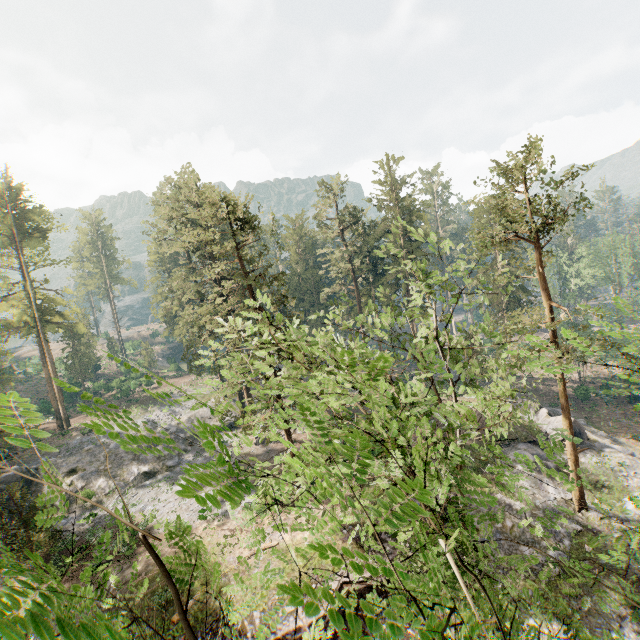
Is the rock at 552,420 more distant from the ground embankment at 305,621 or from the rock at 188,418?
the rock at 188,418

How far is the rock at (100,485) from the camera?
30.72m

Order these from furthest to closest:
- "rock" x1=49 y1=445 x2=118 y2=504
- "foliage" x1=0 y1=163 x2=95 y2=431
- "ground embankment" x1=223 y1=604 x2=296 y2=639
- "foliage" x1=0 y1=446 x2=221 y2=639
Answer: "foliage" x1=0 y1=163 x2=95 y2=431
"rock" x1=49 y1=445 x2=118 y2=504
"ground embankment" x1=223 y1=604 x2=296 y2=639
"foliage" x1=0 y1=446 x2=221 y2=639

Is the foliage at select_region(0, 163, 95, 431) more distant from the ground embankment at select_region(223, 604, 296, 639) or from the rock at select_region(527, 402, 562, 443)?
the ground embankment at select_region(223, 604, 296, 639)

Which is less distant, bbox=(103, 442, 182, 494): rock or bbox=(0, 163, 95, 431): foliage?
bbox=(103, 442, 182, 494): rock

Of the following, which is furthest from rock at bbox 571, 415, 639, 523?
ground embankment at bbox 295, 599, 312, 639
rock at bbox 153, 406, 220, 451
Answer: rock at bbox 153, 406, 220, 451

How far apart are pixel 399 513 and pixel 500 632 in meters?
7.9

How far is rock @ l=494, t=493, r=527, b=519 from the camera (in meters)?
22.23
